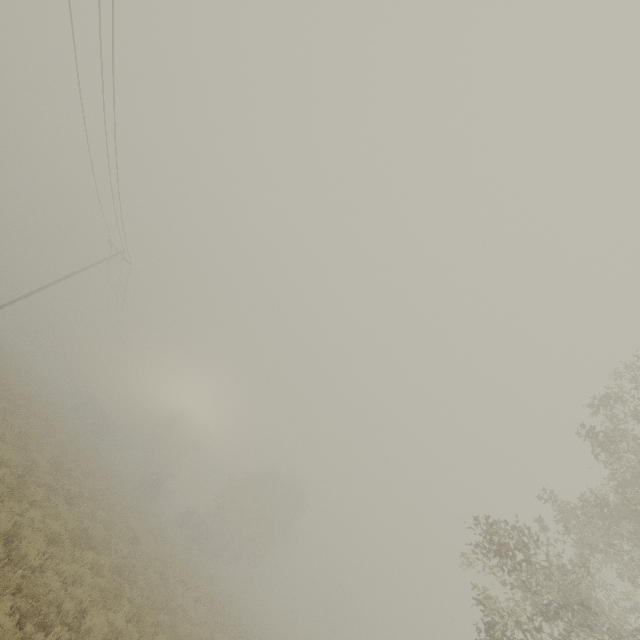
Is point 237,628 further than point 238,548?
No
